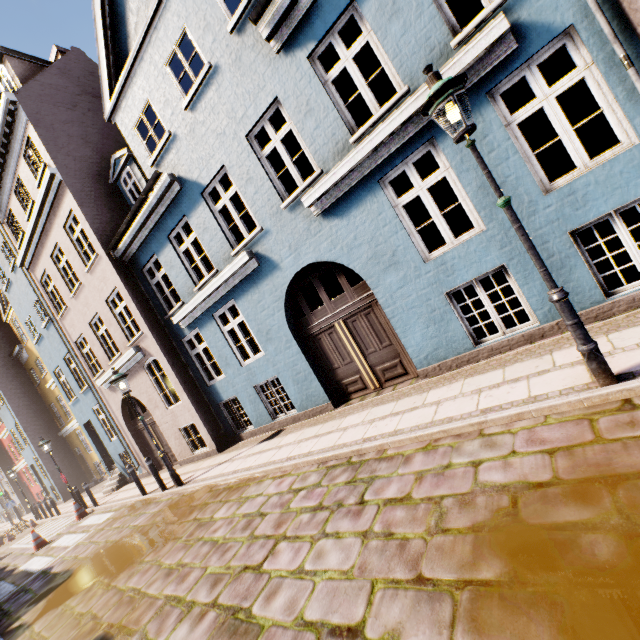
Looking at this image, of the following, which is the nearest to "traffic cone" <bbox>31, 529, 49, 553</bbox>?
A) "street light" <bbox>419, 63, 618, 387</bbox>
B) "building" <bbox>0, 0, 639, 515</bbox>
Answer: "building" <bbox>0, 0, 639, 515</bbox>

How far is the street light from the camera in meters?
3.3

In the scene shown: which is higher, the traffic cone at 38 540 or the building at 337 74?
the building at 337 74

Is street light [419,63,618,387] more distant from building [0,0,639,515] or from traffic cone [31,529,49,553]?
traffic cone [31,529,49,553]

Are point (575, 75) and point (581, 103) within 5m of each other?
yes

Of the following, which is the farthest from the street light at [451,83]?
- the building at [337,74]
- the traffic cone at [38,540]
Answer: the traffic cone at [38,540]
